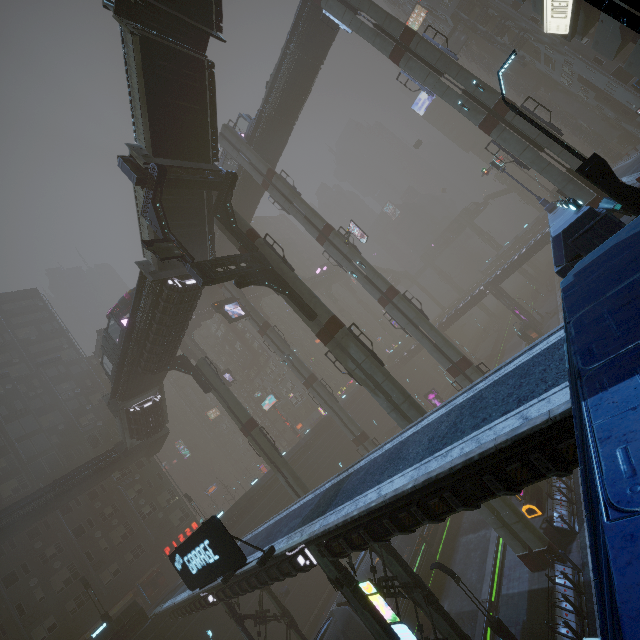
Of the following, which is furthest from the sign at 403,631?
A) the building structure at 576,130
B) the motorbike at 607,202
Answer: the building structure at 576,130

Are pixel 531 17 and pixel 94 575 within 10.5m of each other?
no

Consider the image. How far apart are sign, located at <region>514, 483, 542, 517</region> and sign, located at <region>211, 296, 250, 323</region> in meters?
31.7 m

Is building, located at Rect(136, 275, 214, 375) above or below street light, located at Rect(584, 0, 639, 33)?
above

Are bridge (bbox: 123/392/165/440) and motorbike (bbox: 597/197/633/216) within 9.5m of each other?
no

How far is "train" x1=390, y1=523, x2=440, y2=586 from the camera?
25.1 meters

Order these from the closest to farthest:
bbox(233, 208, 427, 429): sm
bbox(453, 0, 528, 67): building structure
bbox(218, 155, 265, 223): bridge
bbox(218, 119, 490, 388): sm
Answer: bbox(233, 208, 427, 429): sm < bbox(218, 119, 490, 388): sm < bbox(218, 155, 265, 223): bridge < bbox(453, 0, 528, 67): building structure

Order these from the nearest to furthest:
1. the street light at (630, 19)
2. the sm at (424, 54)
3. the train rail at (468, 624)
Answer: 1. the street light at (630, 19)
2. the train rail at (468, 624)
3. the sm at (424, 54)
